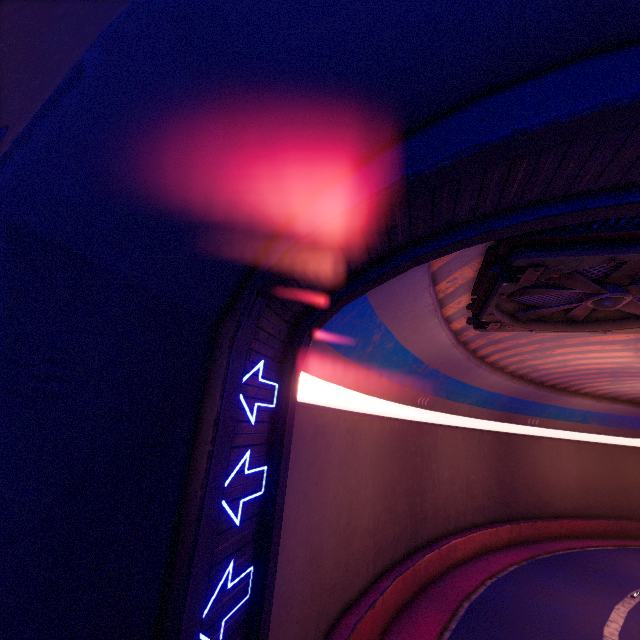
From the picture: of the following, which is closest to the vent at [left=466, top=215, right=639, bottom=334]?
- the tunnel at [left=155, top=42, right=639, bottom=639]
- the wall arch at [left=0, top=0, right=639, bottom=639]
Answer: the tunnel at [left=155, top=42, right=639, bottom=639]

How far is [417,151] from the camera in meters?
4.2 m

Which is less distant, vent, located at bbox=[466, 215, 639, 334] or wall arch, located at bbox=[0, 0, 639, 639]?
wall arch, located at bbox=[0, 0, 639, 639]

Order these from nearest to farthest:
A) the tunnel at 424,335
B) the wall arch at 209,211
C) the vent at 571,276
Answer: the wall arch at 209,211
the tunnel at 424,335
the vent at 571,276

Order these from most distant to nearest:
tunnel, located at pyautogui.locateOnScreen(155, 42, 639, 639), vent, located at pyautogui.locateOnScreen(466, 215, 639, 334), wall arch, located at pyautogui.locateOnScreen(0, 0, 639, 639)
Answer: vent, located at pyautogui.locateOnScreen(466, 215, 639, 334), tunnel, located at pyautogui.locateOnScreen(155, 42, 639, 639), wall arch, located at pyautogui.locateOnScreen(0, 0, 639, 639)

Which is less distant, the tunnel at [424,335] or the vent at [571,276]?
the tunnel at [424,335]

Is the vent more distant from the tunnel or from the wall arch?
the wall arch
